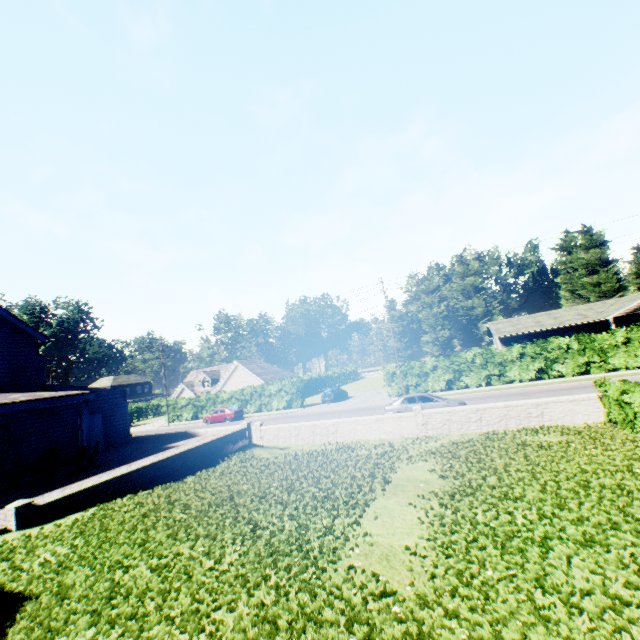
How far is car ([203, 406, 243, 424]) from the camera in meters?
35.6

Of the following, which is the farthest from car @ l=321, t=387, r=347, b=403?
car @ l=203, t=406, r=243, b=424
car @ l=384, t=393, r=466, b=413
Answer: car @ l=384, t=393, r=466, b=413

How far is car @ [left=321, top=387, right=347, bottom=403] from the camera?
37.2m

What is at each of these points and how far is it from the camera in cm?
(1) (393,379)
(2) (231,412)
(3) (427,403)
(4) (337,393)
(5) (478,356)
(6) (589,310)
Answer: (1) hedge, 3291
(2) car, 3562
(3) car, 1931
(4) car, 3803
(5) hedge, 2950
(6) house, 3994

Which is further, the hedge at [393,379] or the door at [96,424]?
the hedge at [393,379]

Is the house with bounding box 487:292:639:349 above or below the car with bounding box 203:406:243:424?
above

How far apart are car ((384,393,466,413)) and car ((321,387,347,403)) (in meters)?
16.71

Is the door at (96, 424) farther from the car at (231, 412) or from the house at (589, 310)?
the house at (589, 310)
